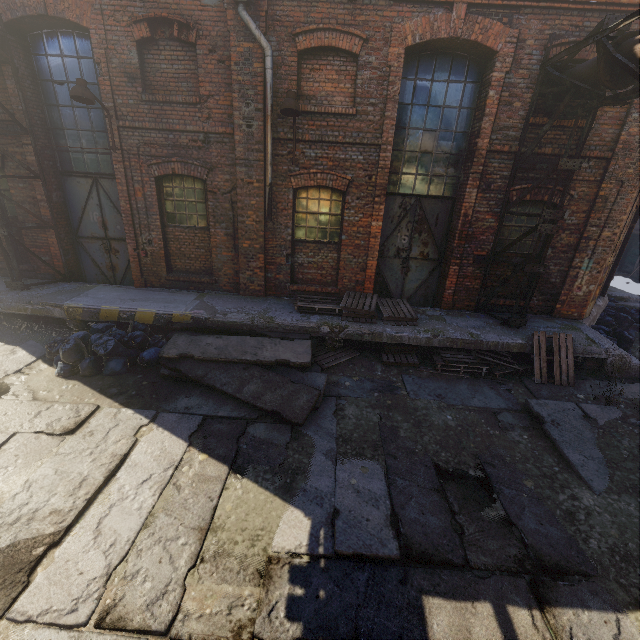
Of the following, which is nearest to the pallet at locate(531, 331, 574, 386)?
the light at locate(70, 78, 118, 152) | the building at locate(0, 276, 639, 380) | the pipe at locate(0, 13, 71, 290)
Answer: the building at locate(0, 276, 639, 380)

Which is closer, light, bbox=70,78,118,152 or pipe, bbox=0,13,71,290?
light, bbox=70,78,118,152

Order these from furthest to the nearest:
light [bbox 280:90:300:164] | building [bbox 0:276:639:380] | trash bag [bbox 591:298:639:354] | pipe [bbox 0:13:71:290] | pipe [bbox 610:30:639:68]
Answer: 1. trash bag [bbox 591:298:639:354]
2. building [bbox 0:276:639:380]
3. pipe [bbox 0:13:71:290]
4. light [bbox 280:90:300:164]
5. pipe [bbox 610:30:639:68]

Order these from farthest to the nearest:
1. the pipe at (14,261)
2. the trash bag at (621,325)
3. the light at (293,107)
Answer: the trash bag at (621,325) < the pipe at (14,261) < the light at (293,107)

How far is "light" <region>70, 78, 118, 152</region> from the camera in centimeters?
635cm

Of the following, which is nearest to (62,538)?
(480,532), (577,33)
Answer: (480,532)

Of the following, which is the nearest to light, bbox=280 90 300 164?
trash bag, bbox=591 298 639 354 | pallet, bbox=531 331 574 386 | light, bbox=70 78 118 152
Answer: light, bbox=70 78 118 152

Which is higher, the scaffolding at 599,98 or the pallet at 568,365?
the scaffolding at 599,98
